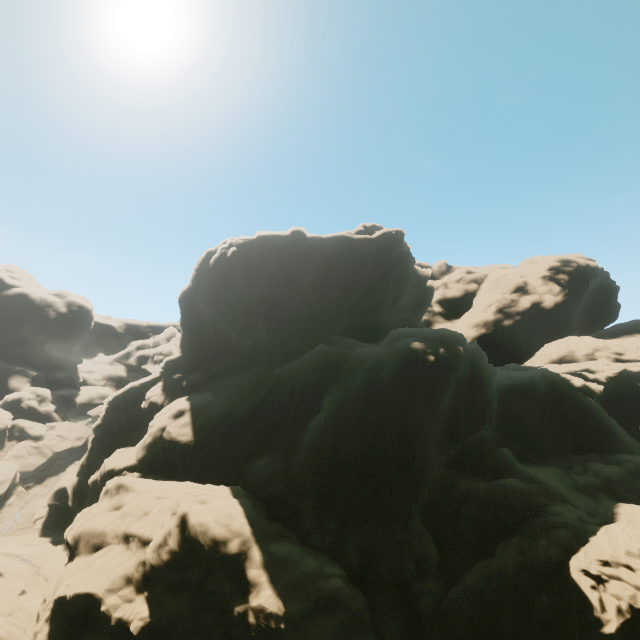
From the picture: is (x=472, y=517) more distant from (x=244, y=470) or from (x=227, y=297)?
(x=227, y=297)

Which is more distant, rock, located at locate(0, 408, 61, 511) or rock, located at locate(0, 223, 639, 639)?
rock, located at locate(0, 408, 61, 511)

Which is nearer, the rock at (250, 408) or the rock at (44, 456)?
the rock at (250, 408)
